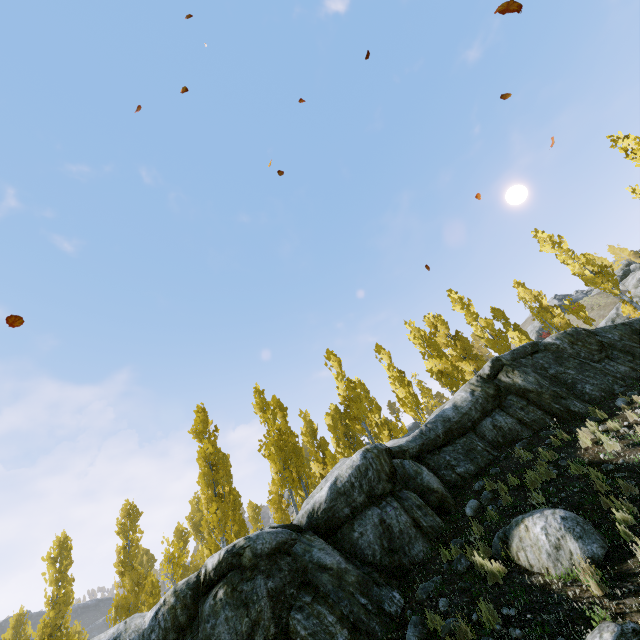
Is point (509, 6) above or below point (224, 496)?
below

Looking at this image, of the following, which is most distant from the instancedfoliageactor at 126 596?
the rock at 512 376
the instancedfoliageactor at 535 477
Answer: the instancedfoliageactor at 535 477

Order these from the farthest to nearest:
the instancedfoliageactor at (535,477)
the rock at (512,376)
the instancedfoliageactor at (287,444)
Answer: the instancedfoliageactor at (287,444), the instancedfoliageactor at (535,477), the rock at (512,376)

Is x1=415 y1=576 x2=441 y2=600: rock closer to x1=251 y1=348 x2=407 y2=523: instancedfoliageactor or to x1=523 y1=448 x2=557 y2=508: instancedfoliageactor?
x1=251 y1=348 x2=407 y2=523: instancedfoliageactor

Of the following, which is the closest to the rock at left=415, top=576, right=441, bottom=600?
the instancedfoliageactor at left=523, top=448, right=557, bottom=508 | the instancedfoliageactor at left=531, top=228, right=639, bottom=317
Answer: the instancedfoliageactor at left=531, top=228, right=639, bottom=317

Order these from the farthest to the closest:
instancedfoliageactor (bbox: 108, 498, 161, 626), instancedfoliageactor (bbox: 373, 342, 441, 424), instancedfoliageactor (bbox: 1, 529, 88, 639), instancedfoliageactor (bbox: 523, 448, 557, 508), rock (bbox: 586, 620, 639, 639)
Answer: instancedfoliageactor (bbox: 373, 342, 441, 424), instancedfoliageactor (bbox: 108, 498, 161, 626), instancedfoliageactor (bbox: 1, 529, 88, 639), instancedfoliageactor (bbox: 523, 448, 557, 508), rock (bbox: 586, 620, 639, 639)
